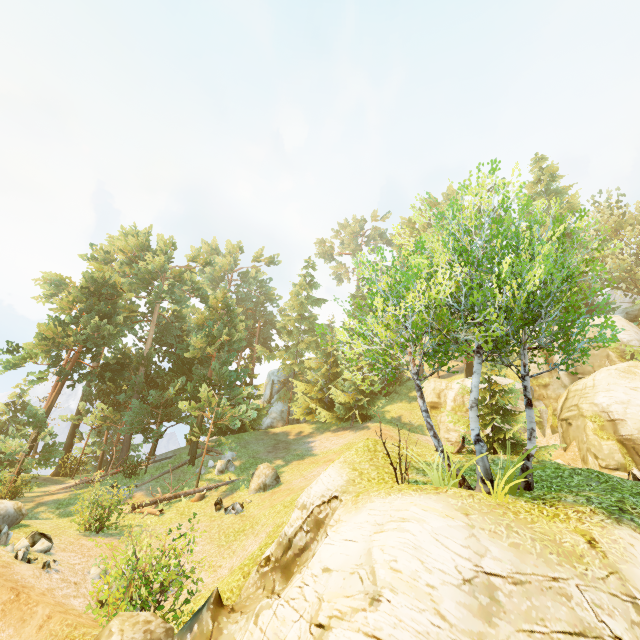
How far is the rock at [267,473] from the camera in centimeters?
1844cm

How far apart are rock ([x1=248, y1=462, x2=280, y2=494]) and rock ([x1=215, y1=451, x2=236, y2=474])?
3.3 meters

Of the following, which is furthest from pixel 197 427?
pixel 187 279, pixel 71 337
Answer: pixel 187 279

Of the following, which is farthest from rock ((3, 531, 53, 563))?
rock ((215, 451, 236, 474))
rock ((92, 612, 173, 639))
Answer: rock ((215, 451, 236, 474))

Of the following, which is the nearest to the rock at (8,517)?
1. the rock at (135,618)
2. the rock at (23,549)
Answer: the rock at (23,549)

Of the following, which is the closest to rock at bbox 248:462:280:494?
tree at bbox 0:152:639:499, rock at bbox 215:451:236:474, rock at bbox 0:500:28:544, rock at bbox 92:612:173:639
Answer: tree at bbox 0:152:639:499

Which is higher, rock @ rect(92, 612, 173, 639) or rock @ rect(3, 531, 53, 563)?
rock @ rect(92, 612, 173, 639)

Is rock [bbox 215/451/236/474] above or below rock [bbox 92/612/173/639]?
above
